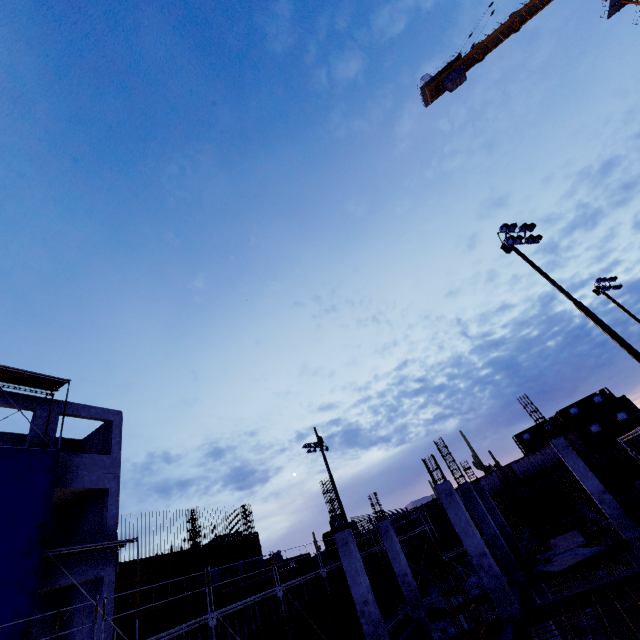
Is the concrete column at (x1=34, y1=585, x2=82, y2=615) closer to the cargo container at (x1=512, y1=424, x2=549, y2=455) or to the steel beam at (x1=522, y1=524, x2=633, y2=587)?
the steel beam at (x1=522, y1=524, x2=633, y2=587)

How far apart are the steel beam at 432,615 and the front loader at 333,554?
16.3 meters

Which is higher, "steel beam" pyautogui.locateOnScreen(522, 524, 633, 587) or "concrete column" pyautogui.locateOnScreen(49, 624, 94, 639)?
"concrete column" pyautogui.locateOnScreen(49, 624, 94, 639)

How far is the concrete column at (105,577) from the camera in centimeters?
1480cm

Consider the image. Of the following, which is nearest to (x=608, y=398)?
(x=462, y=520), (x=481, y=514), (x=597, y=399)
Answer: (x=597, y=399)

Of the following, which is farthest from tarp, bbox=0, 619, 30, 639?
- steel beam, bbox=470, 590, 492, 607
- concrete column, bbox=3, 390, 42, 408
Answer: steel beam, bbox=470, 590, 492, 607

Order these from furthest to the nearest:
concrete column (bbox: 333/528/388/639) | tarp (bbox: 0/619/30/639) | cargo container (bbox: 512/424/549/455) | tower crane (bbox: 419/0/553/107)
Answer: tower crane (bbox: 419/0/553/107)
cargo container (bbox: 512/424/549/455)
concrete column (bbox: 333/528/388/639)
tarp (bbox: 0/619/30/639)

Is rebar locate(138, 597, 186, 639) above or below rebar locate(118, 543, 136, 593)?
below
